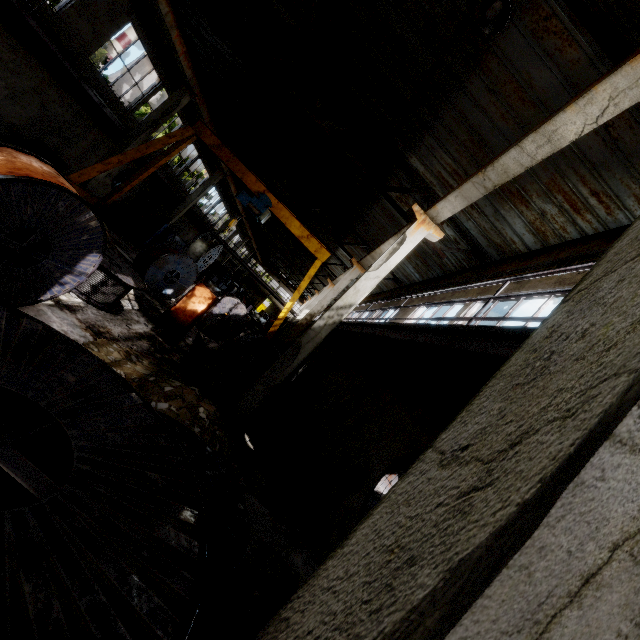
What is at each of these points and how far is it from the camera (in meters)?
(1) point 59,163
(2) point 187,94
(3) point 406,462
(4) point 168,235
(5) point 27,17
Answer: (1) barrel, 13.92
(2) column, 15.98
(3) fan, 6.46
(4) cable machine, 20.45
(5) elevated walkway, 9.66

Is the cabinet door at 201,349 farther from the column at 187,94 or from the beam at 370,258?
the column at 187,94

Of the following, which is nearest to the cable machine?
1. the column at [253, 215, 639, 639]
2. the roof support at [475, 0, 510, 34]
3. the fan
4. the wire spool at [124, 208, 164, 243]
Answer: the wire spool at [124, 208, 164, 243]

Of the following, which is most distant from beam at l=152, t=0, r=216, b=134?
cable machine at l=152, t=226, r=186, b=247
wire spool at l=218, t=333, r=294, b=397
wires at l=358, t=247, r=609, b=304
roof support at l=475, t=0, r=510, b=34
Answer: wires at l=358, t=247, r=609, b=304

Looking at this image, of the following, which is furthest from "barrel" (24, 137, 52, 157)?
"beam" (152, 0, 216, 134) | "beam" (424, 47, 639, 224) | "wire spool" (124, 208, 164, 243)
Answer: "beam" (424, 47, 639, 224)

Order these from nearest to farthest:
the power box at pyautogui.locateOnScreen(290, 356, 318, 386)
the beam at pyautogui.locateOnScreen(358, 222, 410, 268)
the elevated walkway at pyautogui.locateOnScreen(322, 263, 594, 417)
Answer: the elevated walkway at pyautogui.locateOnScreen(322, 263, 594, 417) < the beam at pyautogui.locateOnScreen(358, 222, 410, 268) < the power box at pyautogui.locateOnScreen(290, 356, 318, 386)

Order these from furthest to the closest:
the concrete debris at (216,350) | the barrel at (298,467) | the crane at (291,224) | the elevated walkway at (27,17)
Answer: the crane at (291,224) → the concrete debris at (216,350) → the elevated walkway at (27,17) → the barrel at (298,467)

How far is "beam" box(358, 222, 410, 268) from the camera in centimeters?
1109cm
